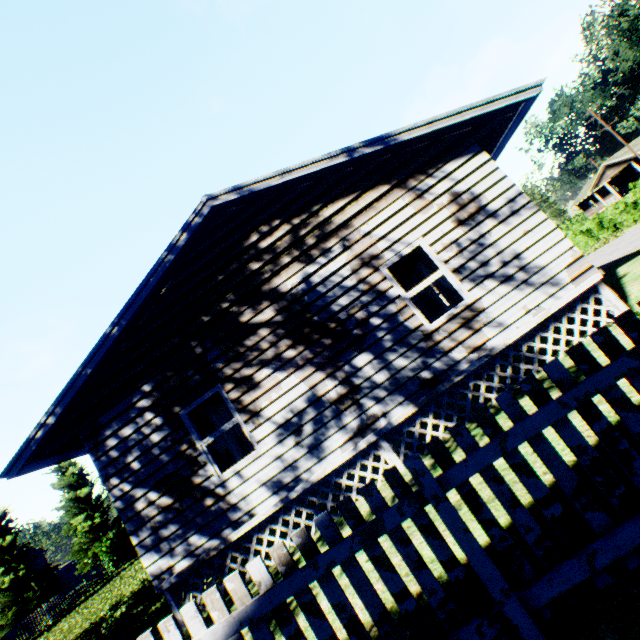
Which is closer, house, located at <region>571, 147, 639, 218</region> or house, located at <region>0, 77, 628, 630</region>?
house, located at <region>0, 77, 628, 630</region>

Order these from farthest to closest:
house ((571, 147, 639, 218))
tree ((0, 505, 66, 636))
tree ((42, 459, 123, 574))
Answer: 1. house ((571, 147, 639, 218))
2. tree ((42, 459, 123, 574))
3. tree ((0, 505, 66, 636))

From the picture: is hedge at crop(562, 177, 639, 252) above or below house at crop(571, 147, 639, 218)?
below

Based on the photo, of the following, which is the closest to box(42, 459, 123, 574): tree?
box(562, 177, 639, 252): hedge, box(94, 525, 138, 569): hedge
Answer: box(94, 525, 138, 569): hedge

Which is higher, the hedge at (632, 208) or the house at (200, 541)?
the house at (200, 541)

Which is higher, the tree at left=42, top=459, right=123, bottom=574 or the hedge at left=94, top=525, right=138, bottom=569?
the tree at left=42, top=459, right=123, bottom=574

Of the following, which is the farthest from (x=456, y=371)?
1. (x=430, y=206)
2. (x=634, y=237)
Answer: (x=634, y=237)

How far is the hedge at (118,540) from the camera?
27.5m
